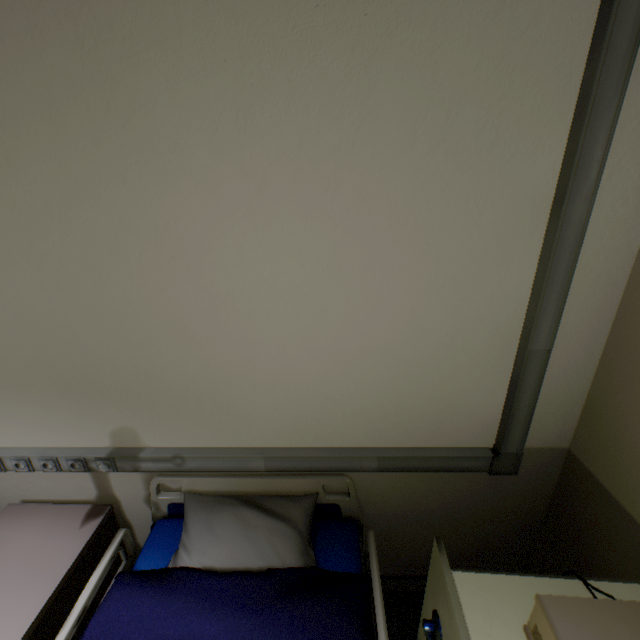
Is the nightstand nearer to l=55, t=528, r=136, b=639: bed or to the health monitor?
l=55, t=528, r=136, b=639: bed

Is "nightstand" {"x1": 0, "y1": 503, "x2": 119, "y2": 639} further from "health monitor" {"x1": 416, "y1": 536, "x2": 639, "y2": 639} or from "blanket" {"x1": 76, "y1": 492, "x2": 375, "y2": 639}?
"health monitor" {"x1": 416, "y1": 536, "x2": 639, "y2": 639}

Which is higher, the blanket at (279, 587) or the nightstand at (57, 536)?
the blanket at (279, 587)

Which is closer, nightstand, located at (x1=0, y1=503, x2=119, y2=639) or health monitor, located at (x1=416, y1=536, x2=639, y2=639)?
health monitor, located at (x1=416, y1=536, x2=639, y2=639)

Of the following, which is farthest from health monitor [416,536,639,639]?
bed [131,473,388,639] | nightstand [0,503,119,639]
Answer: nightstand [0,503,119,639]

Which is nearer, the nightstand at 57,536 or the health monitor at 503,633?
the health monitor at 503,633

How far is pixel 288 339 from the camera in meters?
1.2 m

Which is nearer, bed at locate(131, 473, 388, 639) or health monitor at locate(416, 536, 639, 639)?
health monitor at locate(416, 536, 639, 639)
